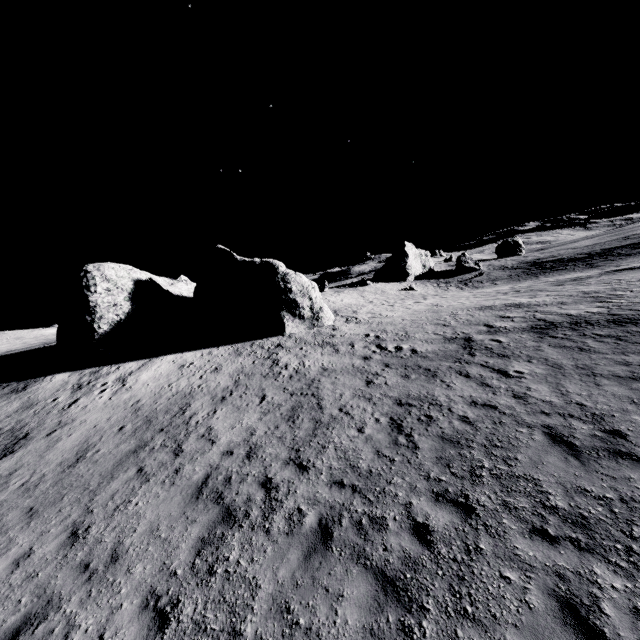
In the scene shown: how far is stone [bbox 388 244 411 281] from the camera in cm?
5925

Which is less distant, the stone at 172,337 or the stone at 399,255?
the stone at 172,337

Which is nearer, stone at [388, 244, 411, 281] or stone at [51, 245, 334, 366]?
stone at [51, 245, 334, 366]

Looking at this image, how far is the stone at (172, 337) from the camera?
21.6 meters

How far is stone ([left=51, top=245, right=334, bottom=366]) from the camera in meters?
21.6

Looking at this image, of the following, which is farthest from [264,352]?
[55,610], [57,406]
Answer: [55,610]
